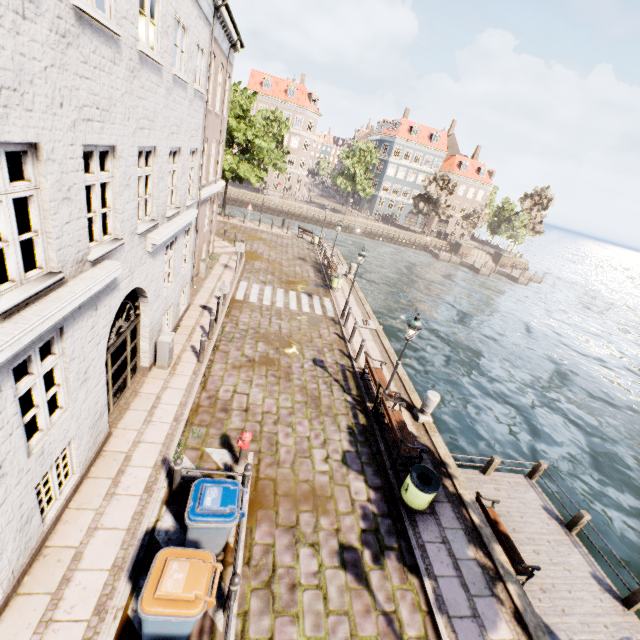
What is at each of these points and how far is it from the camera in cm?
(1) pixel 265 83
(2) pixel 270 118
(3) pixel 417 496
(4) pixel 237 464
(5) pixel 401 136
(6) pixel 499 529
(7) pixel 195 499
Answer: (1) building, 5122
(2) tree, 4481
(3) trash bin, 744
(4) hydrant, 773
(5) building, 5619
(6) bench, 914
(7) trash bin, 562

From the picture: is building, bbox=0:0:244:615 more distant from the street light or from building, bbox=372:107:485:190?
building, bbox=372:107:485:190

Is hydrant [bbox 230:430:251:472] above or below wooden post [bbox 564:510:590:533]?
above

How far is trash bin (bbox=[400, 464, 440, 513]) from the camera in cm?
738

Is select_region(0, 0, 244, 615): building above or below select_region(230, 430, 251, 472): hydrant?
above

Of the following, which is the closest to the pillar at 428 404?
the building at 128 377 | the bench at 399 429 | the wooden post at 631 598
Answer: the bench at 399 429

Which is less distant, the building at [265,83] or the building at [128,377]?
the building at [128,377]

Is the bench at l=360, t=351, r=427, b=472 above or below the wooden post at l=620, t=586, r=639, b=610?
above
